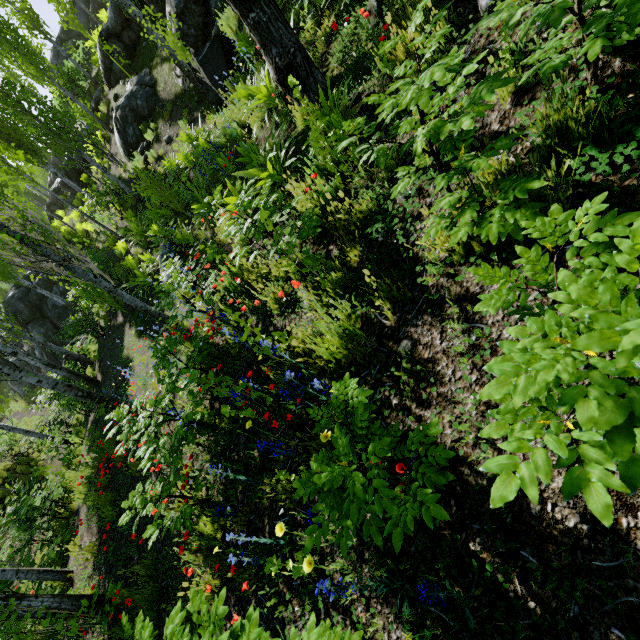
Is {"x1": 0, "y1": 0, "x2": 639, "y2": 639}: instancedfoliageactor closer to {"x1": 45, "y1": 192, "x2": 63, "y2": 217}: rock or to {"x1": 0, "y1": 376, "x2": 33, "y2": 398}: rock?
{"x1": 0, "y1": 376, "x2": 33, "y2": 398}: rock

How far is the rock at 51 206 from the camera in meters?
27.0 m

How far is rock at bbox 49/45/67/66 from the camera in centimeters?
2657cm

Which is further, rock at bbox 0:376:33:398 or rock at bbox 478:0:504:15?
rock at bbox 0:376:33:398

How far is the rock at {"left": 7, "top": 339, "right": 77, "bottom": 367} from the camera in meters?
16.6

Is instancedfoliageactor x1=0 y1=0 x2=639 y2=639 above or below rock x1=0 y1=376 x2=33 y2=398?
above

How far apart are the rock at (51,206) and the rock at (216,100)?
25.7m

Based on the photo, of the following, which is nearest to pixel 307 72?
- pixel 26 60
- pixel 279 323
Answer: pixel 279 323
